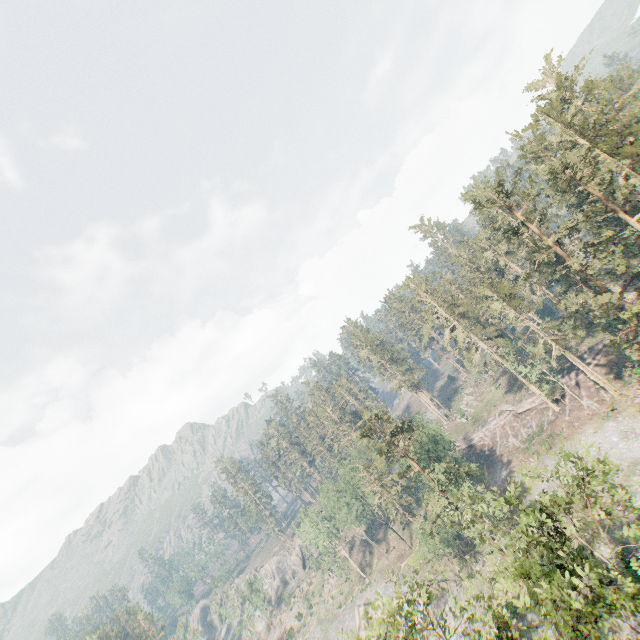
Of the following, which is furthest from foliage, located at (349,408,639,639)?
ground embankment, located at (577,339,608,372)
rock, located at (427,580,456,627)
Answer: rock, located at (427,580,456,627)

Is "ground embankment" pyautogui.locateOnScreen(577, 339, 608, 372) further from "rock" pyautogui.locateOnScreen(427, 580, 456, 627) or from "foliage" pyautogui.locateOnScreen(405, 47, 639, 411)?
"rock" pyautogui.locateOnScreen(427, 580, 456, 627)

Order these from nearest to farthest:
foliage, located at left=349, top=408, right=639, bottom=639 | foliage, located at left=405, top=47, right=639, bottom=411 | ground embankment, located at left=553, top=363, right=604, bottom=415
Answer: foliage, located at left=349, top=408, right=639, bottom=639, foliage, located at left=405, top=47, right=639, bottom=411, ground embankment, located at left=553, top=363, right=604, bottom=415

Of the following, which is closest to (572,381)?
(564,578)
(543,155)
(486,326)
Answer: (486,326)

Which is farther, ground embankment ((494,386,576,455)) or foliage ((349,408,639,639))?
ground embankment ((494,386,576,455))

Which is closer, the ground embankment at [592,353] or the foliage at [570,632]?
the foliage at [570,632]
